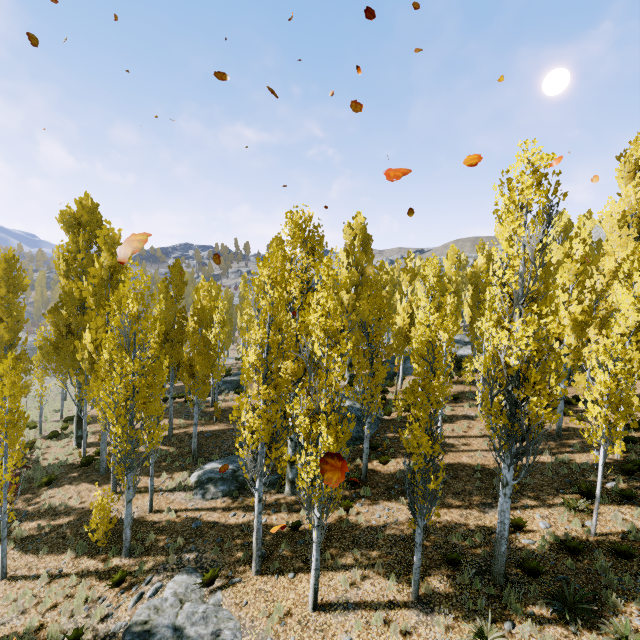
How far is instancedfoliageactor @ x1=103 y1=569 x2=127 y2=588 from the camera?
10.5 meters

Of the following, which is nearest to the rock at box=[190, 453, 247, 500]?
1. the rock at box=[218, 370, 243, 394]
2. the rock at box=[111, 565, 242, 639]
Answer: the rock at box=[111, 565, 242, 639]

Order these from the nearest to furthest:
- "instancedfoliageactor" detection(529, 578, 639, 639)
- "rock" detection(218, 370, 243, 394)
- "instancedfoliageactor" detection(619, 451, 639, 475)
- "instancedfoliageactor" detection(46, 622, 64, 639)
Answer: "instancedfoliageactor" detection(529, 578, 639, 639) → "instancedfoliageactor" detection(46, 622, 64, 639) → "instancedfoliageactor" detection(619, 451, 639, 475) → "rock" detection(218, 370, 243, 394)

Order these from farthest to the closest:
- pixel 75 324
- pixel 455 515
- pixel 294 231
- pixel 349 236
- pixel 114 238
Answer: pixel 349 236 → pixel 75 324 → pixel 114 238 → pixel 294 231 → pixel 455 515

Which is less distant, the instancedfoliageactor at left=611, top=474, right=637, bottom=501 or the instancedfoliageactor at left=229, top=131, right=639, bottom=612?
the instancedfoliageactor at left=229, top=131, right=639, bottom=612

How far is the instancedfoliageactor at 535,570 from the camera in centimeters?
929cm

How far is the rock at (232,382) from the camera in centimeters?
2874cm

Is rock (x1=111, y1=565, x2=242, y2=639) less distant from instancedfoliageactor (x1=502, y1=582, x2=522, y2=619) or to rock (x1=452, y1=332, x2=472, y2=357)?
instancedfoliageactor (x1=502, y1=582, x2=522, y2=619)
